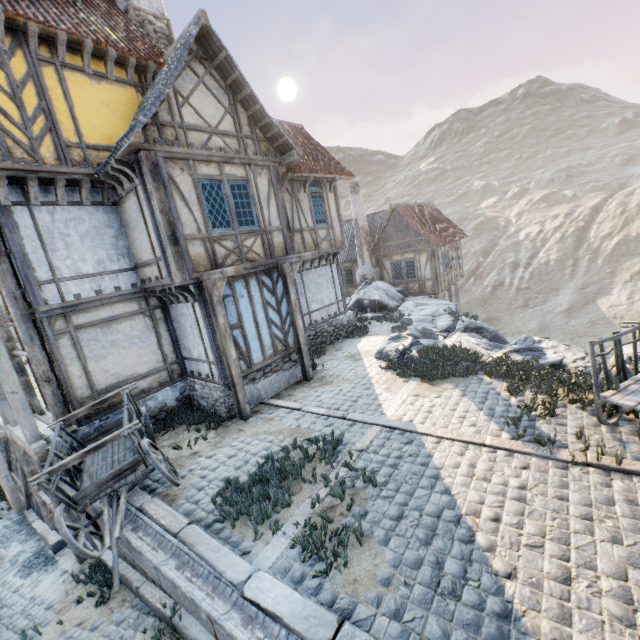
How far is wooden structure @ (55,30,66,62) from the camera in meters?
7.2 m

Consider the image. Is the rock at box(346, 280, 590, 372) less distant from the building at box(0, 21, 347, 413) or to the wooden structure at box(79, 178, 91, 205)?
the building at box(0, 21, 347, 413)

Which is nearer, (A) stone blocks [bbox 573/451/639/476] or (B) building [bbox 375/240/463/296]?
(A) stone blocks [bbox 573/451/639/476]

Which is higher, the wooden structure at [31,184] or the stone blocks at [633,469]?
the wooden structure at [31,184]

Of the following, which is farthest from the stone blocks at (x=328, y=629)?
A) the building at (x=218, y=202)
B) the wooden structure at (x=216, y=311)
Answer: the wooden structure at (x=216, y=311)

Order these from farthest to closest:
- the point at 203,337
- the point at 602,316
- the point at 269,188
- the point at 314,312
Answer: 1. the point at 602,316
2. the point at 314,312
3. the point at 269,188
4. the point at 203,337

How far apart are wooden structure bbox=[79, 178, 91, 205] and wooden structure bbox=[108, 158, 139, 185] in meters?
1.2

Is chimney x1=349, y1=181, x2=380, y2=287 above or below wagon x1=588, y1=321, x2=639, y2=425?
above
